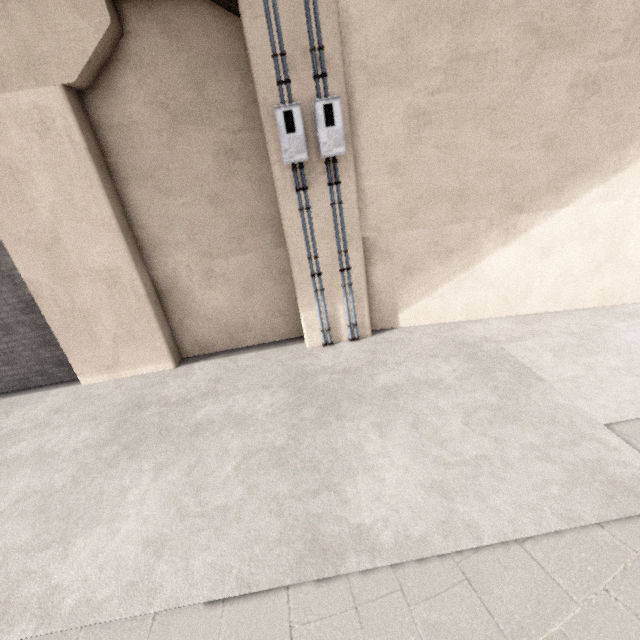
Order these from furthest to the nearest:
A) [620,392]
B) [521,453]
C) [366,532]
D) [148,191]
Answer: [148,191] → [620,392] → [521,453] → [366,532]

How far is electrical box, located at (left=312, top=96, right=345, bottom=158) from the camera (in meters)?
4.73

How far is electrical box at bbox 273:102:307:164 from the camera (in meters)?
4.71

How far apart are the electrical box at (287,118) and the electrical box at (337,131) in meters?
0.2

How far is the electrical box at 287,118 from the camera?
4.7 meters

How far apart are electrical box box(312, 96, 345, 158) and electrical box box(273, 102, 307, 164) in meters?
0.2
